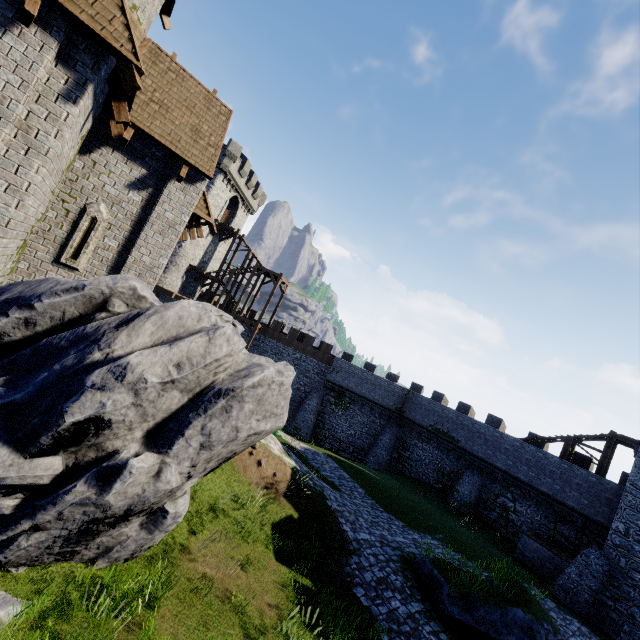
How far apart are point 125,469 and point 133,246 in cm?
665

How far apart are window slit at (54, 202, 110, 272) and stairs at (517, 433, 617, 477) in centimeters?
2911cm

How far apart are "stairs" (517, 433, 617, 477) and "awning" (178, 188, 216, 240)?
26.4m

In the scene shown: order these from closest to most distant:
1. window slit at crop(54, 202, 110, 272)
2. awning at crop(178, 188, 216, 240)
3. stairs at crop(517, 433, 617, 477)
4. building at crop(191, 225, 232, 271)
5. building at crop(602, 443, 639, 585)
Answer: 1. window slit at crop(54, 202, 110, 272)
2. awning at crop(178, 188, 216, 240)
3. building at crop(602, 443, 639, 585)
4. stairs at crop(517, 433, 617, 477)
5. building at crop(191, 225, 232, 271)

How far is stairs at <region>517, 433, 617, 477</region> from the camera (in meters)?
21.09

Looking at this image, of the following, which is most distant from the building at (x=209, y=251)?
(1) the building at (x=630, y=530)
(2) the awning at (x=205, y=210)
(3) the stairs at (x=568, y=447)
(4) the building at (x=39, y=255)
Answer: (1) the building at (x=630, y=530)

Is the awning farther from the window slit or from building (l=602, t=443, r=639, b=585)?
building (l=602, t=443, r=639, b=585)

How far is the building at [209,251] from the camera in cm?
3600
